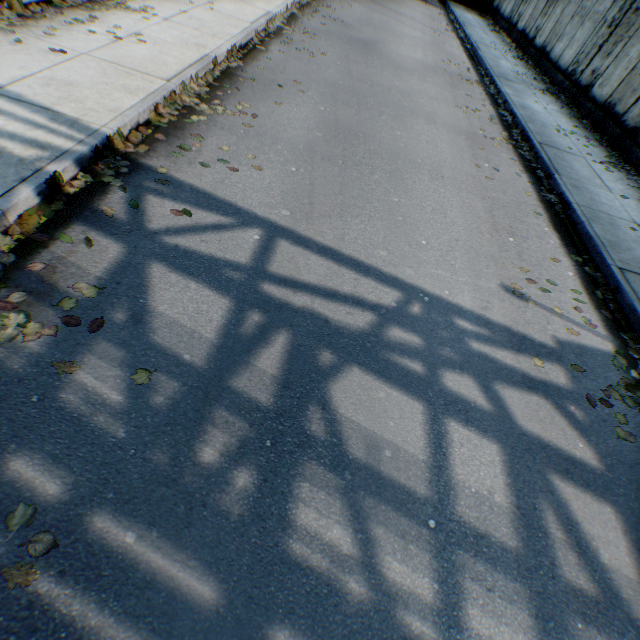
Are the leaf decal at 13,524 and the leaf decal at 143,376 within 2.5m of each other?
yes

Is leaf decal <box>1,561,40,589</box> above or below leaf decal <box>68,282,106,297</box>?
below

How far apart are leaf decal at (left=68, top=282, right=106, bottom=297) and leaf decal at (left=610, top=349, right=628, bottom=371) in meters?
5.1 m

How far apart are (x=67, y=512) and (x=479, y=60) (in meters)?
18.53

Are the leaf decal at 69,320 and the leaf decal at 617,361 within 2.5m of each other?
no

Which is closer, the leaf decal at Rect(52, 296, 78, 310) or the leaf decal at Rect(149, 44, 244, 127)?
the leaf decal at Rect(52, 296, 78, 310)

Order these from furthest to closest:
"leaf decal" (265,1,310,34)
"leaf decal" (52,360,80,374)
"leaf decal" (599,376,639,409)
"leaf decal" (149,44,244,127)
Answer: "leaf decal" (265,1,310,34) → "leaf decal" (149,44,244,127) → "leaf decal" (599,376,639,409) → "leaf decal" (52,360,80,374)
